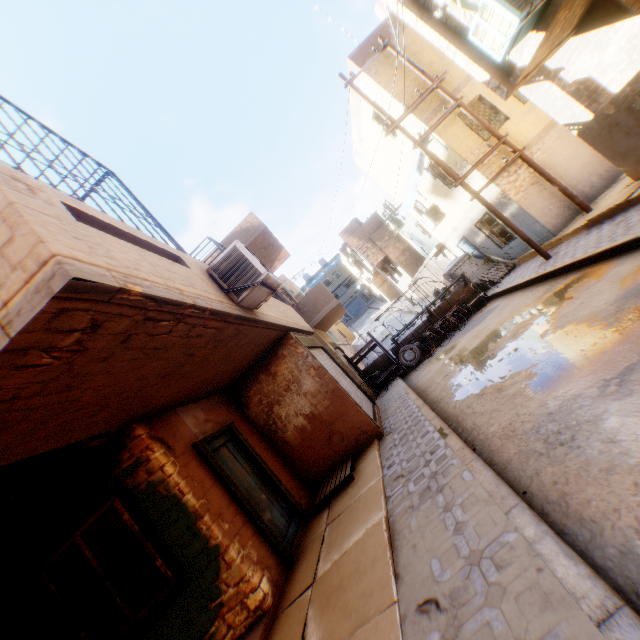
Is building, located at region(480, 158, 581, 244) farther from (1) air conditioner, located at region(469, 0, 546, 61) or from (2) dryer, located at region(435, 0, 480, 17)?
(2) dryer, located at region(435, 0, 480, 17)

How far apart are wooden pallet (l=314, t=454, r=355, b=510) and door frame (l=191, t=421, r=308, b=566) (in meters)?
0.39

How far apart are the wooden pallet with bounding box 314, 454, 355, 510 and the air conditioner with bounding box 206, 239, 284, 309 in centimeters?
382cm

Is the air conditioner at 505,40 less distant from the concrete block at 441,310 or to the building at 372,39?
the building at 372,39

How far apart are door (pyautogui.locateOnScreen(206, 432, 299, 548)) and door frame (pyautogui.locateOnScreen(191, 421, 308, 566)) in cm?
1

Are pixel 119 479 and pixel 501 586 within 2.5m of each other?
no

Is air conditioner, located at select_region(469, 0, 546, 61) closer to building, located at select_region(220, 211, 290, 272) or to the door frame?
building, located at select_region(220, 211, 290, 272)

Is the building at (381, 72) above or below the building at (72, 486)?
above
